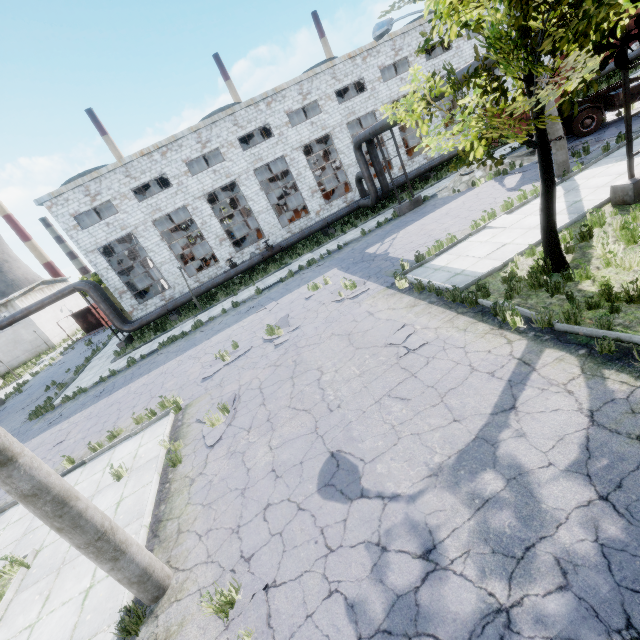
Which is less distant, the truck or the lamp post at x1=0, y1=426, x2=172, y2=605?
the lamp post at x1=0, y1=426, x2=172, y2=605

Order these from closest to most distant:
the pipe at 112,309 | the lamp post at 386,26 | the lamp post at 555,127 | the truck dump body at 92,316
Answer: the lamp post at 386,26 → the lamp post at 555,127 → the pipe at 112,309 → the truck dump body at 92,316

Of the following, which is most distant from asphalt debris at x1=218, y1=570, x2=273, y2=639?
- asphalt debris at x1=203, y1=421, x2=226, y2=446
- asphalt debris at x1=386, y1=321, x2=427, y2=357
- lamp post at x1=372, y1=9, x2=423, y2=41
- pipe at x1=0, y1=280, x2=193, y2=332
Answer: pipe at x1=0, y1=280, x2=193, y2=332

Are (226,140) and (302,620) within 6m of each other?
no

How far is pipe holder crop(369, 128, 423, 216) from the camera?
18.78m

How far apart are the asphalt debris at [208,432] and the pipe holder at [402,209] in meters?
15.6

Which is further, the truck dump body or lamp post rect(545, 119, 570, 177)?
the truck dump body

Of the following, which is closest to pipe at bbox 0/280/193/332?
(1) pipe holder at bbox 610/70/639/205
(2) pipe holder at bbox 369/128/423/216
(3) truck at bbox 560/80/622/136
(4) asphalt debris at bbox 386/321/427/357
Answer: (2) pipe holder at bbox 369/128/423/216
